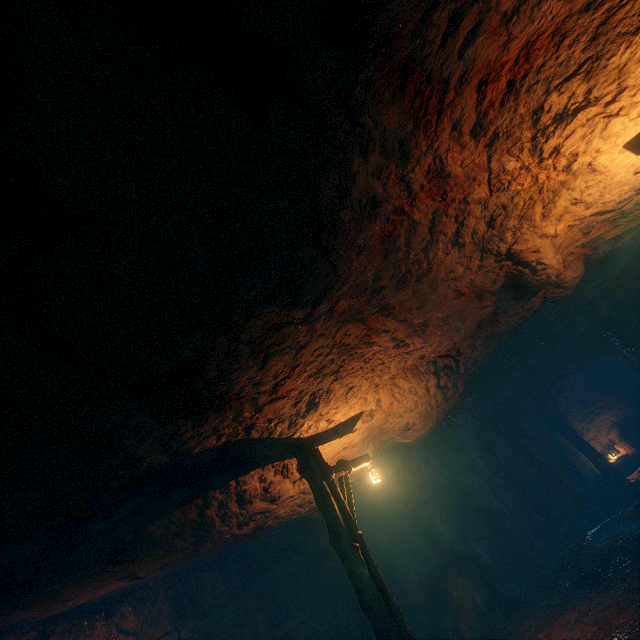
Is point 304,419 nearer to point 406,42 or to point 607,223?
point 406,42

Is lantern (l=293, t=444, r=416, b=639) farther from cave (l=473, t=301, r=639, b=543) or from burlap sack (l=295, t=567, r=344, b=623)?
cave (l=473, t=301, r=639, b=543)

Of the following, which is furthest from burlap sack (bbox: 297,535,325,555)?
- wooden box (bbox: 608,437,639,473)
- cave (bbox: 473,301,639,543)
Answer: wooden box (bbox: 608,437,639,473)

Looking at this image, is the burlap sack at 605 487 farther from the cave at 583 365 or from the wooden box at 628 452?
the wooden box at 628 452

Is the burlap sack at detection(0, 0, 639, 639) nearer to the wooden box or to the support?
the support

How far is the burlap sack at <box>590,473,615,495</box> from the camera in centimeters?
1381cm

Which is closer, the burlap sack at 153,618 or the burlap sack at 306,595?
the burlap sack at 153,618

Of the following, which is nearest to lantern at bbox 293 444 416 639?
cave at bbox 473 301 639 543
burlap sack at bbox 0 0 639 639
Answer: burlap sack at bbox 0 0 639 639
